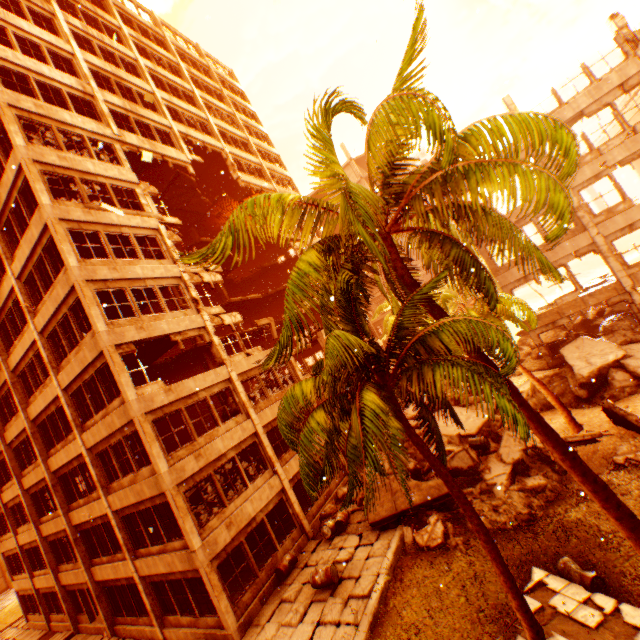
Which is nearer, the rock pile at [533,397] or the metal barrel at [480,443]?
the metal barrel at [480,443]

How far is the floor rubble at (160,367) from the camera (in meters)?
20.84

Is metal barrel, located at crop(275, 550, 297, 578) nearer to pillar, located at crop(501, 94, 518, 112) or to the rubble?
the rubble

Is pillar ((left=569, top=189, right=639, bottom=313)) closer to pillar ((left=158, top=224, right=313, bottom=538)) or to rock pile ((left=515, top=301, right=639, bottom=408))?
rock pile ((left=515, top=301, right=639, bottom=408))

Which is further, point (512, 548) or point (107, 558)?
point (107, 558)

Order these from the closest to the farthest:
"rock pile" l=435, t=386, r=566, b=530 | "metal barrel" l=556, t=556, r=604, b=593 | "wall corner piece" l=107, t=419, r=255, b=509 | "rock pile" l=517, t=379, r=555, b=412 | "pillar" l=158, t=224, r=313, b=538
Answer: "metal barrel" l=556, t=556, r=604, b=593, "rock pile" l=435, t=386, r=566, b=530, "wall corner piece" l=107, t=419, r=255, b=509, "pillar" l=158, t=224, r=313, b=538, "rock pile" l=517, t=379, r=555, b=412

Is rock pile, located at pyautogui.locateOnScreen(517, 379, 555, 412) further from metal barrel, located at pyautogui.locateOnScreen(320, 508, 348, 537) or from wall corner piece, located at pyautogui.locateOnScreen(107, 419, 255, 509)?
wall corner piece, located at pyautogui.locateOnScreen(107, 419, 255, 509)

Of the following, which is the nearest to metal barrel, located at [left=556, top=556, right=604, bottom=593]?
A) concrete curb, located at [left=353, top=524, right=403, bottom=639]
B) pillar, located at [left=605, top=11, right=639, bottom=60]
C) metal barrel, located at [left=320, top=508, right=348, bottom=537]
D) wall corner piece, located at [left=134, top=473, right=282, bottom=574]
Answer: concrete curb, located at [left=353, top=524, right=403, bottom=639]
